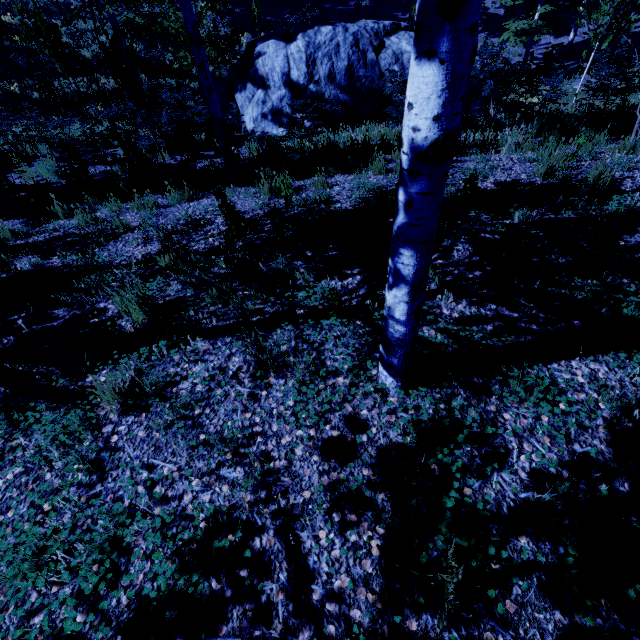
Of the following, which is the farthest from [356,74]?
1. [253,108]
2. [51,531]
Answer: [51,531]

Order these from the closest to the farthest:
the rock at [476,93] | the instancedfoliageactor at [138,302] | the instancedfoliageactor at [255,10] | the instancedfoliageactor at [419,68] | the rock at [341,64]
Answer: the instancedfoliageactor at [419,68] < the instancedfoliageactor at [138,302] < the rock at [476,93] < the rock at [341,64] < the instancedfoliageactor at [255,10]

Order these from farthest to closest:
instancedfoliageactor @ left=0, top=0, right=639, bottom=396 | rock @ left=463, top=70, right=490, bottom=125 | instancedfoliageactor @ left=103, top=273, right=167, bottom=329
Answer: rock @ left=463, top=70, right=490, bottom=125 < instancedfoliageactor @ left=103, top=273, right=167, bottom=329 < instancedfoliageactor @ left=0, top=0, right=639, bottom=396

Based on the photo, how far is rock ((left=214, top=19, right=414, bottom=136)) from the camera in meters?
10.3 m

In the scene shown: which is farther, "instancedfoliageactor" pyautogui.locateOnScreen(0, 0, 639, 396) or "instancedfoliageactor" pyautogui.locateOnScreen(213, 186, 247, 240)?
"instancedfoliageactor" pyautogui.locateOnScreen(213, 186, 247, 240)

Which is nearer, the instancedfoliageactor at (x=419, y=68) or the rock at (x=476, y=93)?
the instancedfoliageactor at (x=419, y=68)

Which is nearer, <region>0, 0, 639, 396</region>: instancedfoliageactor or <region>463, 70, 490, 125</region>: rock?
<region>0, 0, 639, 396</region>: instancedfoliageactor
